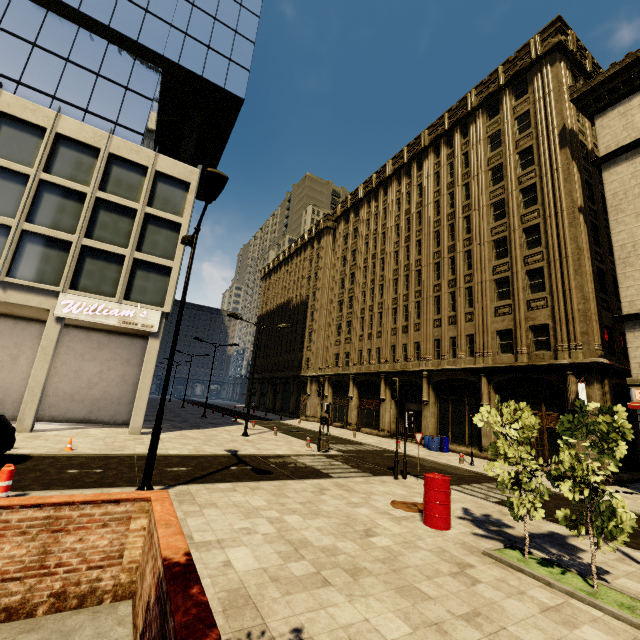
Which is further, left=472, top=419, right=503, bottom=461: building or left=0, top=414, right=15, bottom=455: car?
left=472, top=419, right=503, bottom=461: building

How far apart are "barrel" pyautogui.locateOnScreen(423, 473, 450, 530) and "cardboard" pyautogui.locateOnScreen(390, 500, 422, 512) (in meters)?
0.49

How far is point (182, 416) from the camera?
31.58m

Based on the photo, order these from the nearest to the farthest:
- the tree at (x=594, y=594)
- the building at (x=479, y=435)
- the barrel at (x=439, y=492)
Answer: the tree at (x=594, y=594)
the barrel at (x=439, y=492)
the building at (x=479, y=435)

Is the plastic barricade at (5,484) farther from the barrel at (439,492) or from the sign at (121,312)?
the sign at (121,312)

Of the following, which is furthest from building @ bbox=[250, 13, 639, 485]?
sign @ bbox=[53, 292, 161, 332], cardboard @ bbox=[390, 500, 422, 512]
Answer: cardboard @ bbox=[390, 500, 422, 512]

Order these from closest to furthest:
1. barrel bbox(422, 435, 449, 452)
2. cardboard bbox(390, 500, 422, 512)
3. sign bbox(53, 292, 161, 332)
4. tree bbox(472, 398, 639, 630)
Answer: tree bbox(472, 398, 639, 630) < cardboard bbox(390, 500, 422, 512) < sign bbox(53, 292, 161, 332) < barrel bbox(422, 435, 449, 452)

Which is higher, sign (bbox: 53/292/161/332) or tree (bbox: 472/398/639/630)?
sign (bbox: 53/292/161/332)
